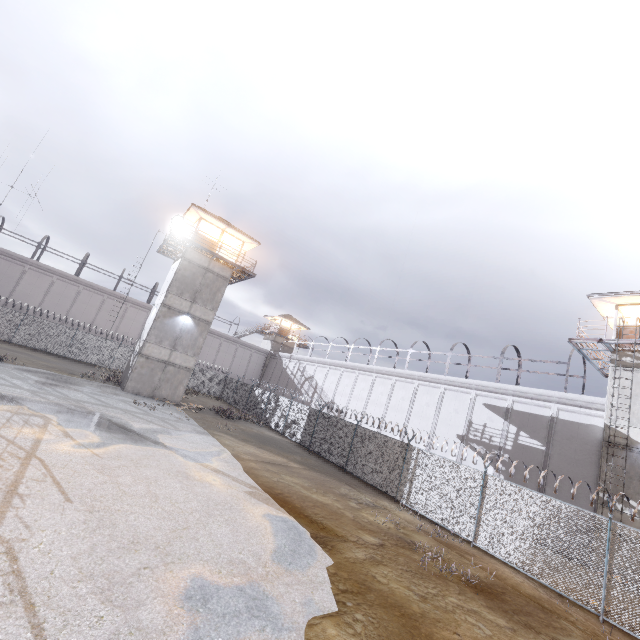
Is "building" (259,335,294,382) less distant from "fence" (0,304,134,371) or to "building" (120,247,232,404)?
"fence" (0,304,134,371)

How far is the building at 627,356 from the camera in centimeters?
1611cm

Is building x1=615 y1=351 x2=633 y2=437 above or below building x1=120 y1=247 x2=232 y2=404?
above

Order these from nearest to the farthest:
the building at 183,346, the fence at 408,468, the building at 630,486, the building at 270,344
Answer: the fence at 408,468 → the building at 630,486 → the building at 183,346 → the building at 270,344

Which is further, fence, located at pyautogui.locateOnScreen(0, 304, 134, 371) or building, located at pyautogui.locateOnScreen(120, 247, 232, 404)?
fence, located at pyautogui.locateOnScreen(0, 304, 134, 371)

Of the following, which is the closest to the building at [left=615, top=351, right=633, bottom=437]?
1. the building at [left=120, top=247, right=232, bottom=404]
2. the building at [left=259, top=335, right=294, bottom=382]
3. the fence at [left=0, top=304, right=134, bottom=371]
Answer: the fence at [left=0, top=304, right=134, bottom=371]

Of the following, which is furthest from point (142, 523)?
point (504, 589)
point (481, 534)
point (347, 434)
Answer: point (347, 434)
